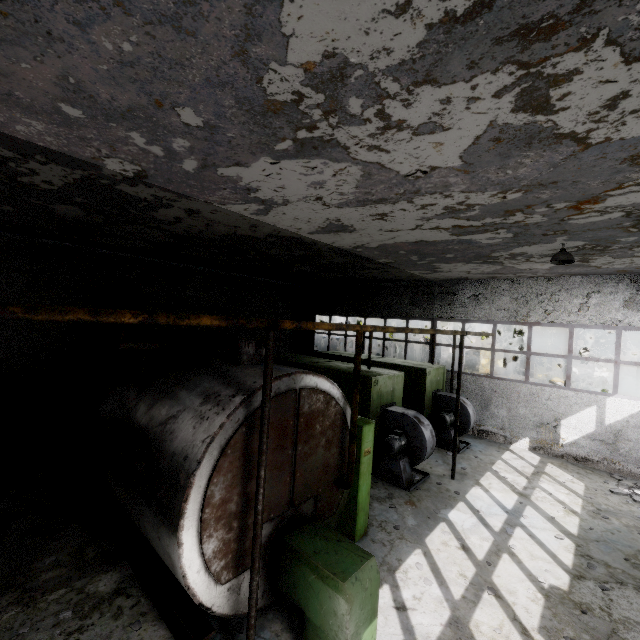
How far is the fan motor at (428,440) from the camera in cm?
919

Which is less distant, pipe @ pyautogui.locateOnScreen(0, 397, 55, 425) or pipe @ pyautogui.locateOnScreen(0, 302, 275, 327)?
pipe @ pyautogui.locateOnScreen(0, 302, 275, 327)

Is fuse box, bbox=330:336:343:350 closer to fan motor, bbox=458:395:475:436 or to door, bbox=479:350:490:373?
fan motor, bbox=458:395:475:436

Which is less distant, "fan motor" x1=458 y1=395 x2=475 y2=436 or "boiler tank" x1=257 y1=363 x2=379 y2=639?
"boiler tank" x1=257 y1=363 x2=379 y2=639

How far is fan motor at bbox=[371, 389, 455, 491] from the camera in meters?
9.2 m

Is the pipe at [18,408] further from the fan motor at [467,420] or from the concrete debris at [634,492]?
the concrete debris at [634,492]

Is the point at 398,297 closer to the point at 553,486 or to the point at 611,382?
the point at 553,486

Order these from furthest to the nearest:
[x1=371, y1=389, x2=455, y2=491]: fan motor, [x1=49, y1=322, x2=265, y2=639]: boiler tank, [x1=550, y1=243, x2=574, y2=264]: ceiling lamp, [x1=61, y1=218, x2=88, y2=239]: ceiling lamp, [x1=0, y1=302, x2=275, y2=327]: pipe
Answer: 1. [x1=371, y1=389, x2=455, y2=491]: fan motor
2. [x1=61, y1=218, x2=88, y2=239]: ceiling lamp
3. [x1=550, y1=243, x2=574, y2=264]: ceiling lamp
4. [x1=49, y1=322, x2=265, y2=639]: boiler tank
5. [x1=0, y1=302, x2=275, y2=327]: pipe
